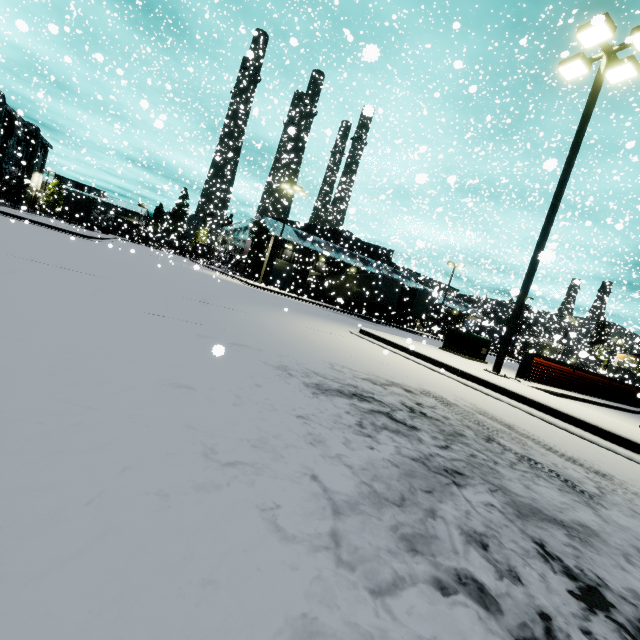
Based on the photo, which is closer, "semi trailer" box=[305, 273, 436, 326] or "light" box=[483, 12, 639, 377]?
"light" box=[483, 12, 639, 377]

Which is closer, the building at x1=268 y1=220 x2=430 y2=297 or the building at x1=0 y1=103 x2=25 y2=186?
the building at x1=268 y1=220 x2=430 y2=297

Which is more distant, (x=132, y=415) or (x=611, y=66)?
(x=611, y=66)

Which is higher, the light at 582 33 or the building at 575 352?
the light at 582 33

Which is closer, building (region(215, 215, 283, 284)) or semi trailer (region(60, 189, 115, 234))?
building (region(215, 215, 283, 284))

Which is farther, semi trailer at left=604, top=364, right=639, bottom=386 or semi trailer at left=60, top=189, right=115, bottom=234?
semi trailer at left=60, top=189, right=115, bottom=234

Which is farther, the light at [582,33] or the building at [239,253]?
the building at [239,253]

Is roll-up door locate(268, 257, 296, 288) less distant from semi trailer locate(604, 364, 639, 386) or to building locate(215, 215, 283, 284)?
building locate(215, 215, 283, 284)
